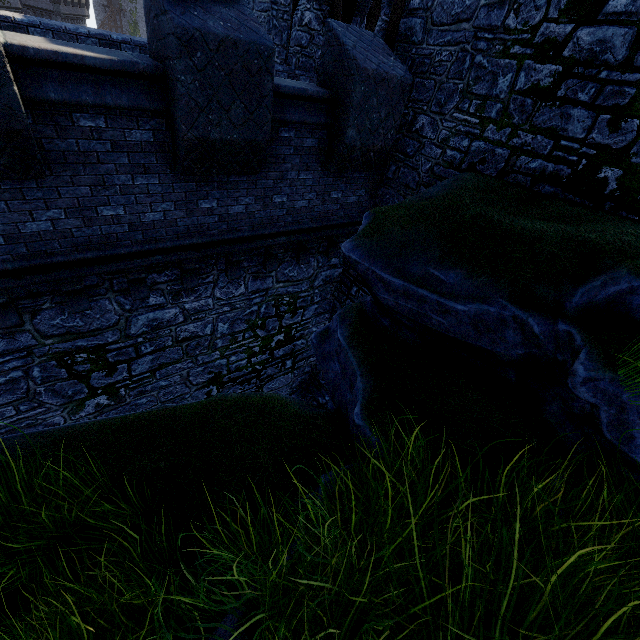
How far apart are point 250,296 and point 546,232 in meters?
6.5 m

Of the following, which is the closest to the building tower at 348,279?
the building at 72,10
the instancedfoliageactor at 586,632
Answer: the instancedfoliageactor at 586,632

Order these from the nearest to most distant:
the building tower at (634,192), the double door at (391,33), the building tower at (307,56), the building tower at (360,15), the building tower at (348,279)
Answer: the building tower at (634,192), the double door at (391,33), the building tower at (307,56), the building tower at (360,15), the building tower at (348,279)

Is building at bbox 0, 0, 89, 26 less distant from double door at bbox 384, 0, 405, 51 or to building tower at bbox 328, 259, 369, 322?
building tower at bbox 328, 259, 369, 322

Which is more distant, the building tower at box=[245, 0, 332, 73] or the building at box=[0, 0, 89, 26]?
the building at box=[0, 0, 89, 26]

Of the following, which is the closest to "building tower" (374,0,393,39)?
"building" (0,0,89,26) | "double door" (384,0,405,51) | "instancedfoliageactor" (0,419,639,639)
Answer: "double door" (384,0,405,51)

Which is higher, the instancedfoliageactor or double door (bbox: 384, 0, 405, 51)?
double door (bbox: 384, 0, 405, 51)

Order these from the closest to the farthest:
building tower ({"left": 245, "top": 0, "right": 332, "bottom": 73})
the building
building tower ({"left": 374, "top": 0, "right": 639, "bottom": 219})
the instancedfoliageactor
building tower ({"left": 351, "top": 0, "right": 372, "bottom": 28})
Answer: the instancedfoliageactor, building tower ({"left": 374, "top": 0, "right": 639, "bottom": 219}), building tower ({"left": 245, "top": 0, "right": 332, "bottom": 73}), building tower ({"left": 351, "top": 0, "right": 372, "bottom": 28}), the building
